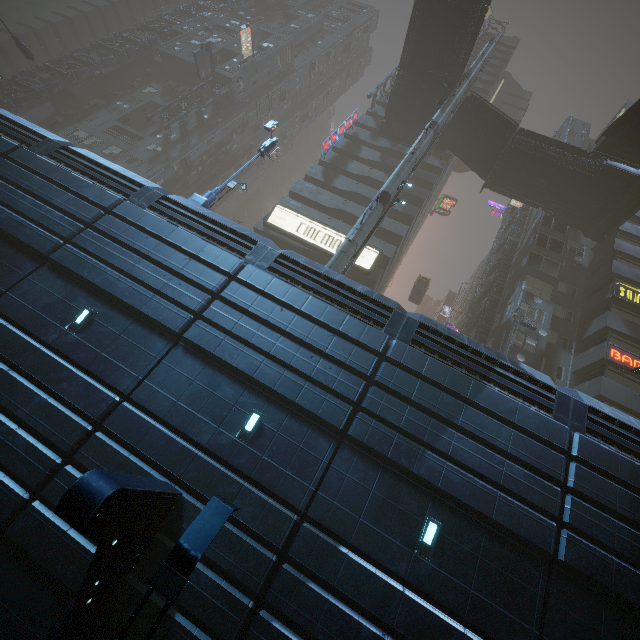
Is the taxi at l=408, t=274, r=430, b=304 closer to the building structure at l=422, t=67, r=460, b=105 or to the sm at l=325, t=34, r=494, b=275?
the sm at l=325, t=34, r=494, b=275

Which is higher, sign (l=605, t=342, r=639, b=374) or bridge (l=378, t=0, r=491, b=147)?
bridge (l=378, t=0, r=491, b=147)

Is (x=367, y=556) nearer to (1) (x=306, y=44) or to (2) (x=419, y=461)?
(2) (x=419, y=461)

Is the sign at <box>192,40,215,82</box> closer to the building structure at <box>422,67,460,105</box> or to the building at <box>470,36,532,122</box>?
the building at <box>470,36,532,122</box>

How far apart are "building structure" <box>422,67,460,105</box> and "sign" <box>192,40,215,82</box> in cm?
2626

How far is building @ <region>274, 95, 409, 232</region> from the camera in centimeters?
3062cm

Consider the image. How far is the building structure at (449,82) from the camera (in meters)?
26.87

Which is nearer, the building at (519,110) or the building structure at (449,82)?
the building structure at (449,82)
